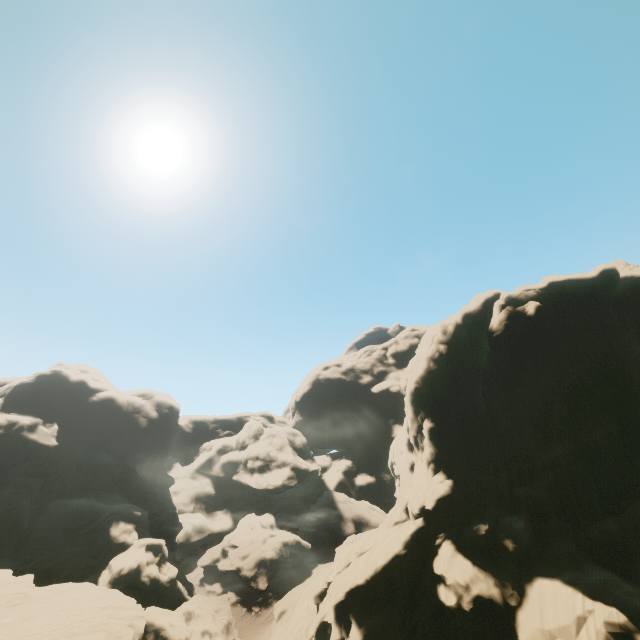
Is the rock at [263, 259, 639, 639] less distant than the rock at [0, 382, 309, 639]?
Yes

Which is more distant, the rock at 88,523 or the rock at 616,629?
the rock at 88,523

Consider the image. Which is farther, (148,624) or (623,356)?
(148,624)
